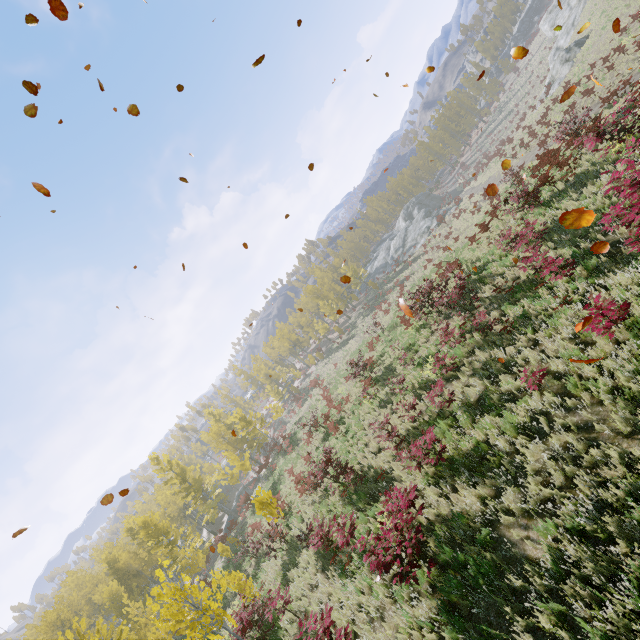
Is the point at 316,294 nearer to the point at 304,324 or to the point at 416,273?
the point at 304,324

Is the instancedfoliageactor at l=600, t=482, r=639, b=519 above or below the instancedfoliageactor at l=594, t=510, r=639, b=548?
above

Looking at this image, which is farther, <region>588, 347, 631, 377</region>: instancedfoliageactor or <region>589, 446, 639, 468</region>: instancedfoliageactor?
<region>588, 347, 631, 377</region>: instancedfoliageactor

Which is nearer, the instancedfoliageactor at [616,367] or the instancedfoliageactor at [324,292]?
the instancedfoliageactor at [616,367]

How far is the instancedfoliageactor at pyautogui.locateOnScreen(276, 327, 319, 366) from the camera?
50.9 meters
